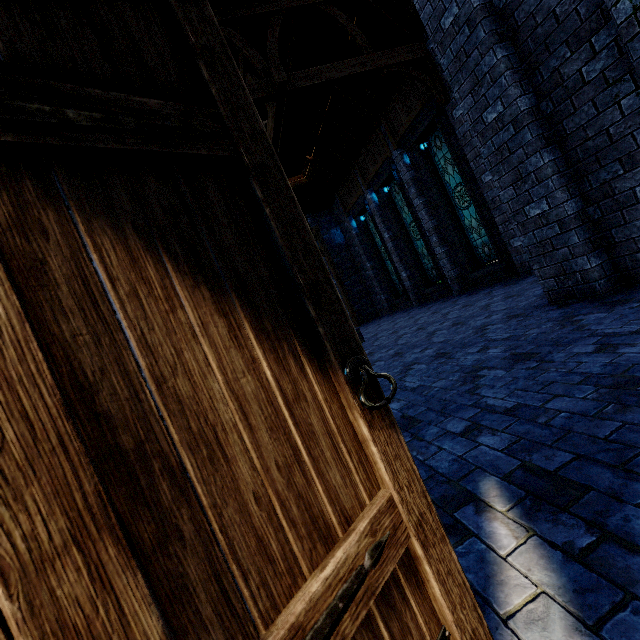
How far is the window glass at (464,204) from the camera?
10.2m

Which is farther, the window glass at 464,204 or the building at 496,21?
the window glass at 464,204

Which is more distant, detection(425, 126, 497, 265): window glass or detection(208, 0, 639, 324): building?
detection(425, 126, 497, 265): window glass

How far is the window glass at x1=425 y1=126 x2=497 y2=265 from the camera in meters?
10.2

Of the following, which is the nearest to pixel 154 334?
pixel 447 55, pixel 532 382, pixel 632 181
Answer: pixel 532 382
